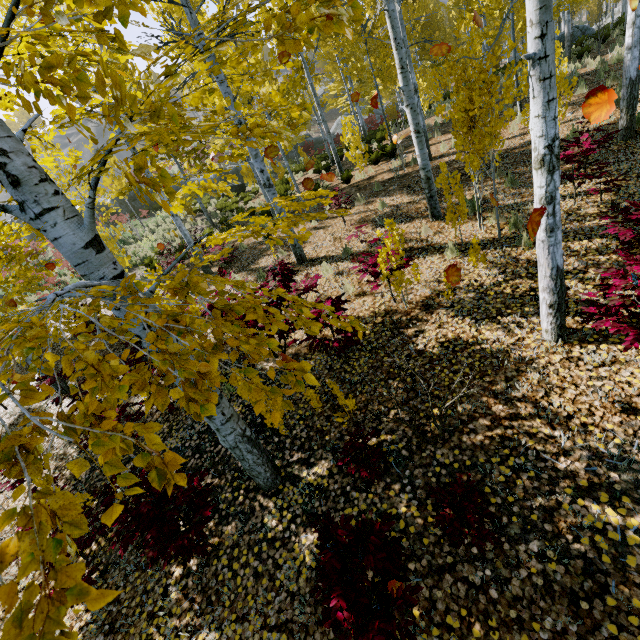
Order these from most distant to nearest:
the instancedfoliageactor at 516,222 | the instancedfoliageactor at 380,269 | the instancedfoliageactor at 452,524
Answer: the instancedfoliageactor at 516,222 → the instancedfoliageactor at 380,269 → the instancedfoliageactor at 452,524

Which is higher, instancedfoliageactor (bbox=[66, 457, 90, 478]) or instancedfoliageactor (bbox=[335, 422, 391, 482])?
instancedfoliageactor (bbox=[66, 457, 90, 478])

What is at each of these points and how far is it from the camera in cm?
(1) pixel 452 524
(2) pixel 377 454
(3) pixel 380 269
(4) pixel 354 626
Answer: (1) instancedfoliageactor, 261
(2) instancedfoliageactor, 342
(3) instancedfoliageactor, 517
(4) instancedfoliageactor, 201

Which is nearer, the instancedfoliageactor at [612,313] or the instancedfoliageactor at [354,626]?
the instancedfoliageactor at [354,626]

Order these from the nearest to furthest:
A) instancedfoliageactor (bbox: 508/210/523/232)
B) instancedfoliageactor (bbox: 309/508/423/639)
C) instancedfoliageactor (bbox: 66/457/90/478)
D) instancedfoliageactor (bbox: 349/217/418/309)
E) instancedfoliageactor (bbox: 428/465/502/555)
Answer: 1. instancedfoliageactor (bbox: 66/457/90/478)
2. instancedfoliageactor (bbox: 309/508/423/639)
3. instancedfoliageactor (bbox: 428/465/502/555)
4. instancedfoliageactor (bbox: 349/217/418/309)
5. instancedfoliageactor (bbox: 508/210/523/232)

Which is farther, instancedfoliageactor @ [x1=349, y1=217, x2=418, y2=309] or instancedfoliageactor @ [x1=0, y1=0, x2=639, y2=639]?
instancedfoliageactor @ [x1=349, y1=217, x2=418, y2=309]
